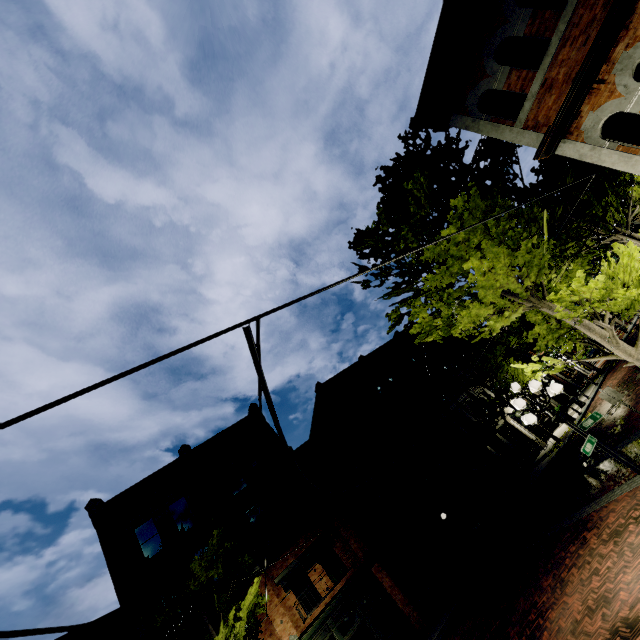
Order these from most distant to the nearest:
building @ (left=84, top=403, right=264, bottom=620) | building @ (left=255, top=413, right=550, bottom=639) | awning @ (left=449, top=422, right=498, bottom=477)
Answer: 1. awning @ (left=449, top=422, right=498, bottom=477)
2. building @ (left=84, top=403, right=264, bottom=620)
3. building @ (left=255, top=413, right=550, bottom=639)

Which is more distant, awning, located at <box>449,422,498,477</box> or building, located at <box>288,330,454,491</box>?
building, located at <box>288,330,454,491</box>

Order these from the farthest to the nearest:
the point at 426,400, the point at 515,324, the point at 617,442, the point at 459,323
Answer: the point at 515,324
the point at 426,400
the point at 617,442
the point at 459,323

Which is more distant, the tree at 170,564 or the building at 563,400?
the building at 563,400

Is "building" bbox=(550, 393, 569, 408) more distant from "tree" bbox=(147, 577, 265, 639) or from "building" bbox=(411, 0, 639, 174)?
"building" bbox=(411, 0, 639, 174)

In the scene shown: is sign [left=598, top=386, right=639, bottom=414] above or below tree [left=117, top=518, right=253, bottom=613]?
below

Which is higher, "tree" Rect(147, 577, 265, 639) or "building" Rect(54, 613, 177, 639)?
"building" Rect(54, 613, 177, 639)

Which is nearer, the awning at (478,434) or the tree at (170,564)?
the tree at (170,564)
